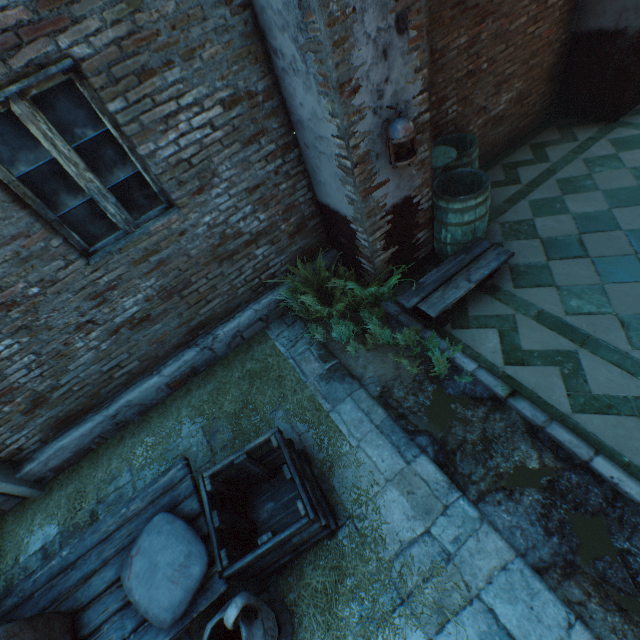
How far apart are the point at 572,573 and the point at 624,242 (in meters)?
3.63

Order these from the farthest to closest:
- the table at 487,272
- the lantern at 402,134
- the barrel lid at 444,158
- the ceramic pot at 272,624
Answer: the barrel lid at 444,158, the table at 487,272, the lantern at 402,134, the ceramic pot at 272,624

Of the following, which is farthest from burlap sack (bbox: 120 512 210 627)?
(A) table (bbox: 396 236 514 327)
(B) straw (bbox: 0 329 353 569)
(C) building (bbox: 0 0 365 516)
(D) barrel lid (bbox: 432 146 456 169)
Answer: (D) barrel lid (bbox: 432 146 456 169)

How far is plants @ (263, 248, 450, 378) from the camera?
3.64m

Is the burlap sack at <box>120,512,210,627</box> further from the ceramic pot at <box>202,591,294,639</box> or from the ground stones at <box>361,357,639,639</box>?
the ground stones at <box>361,357,639,639</box>

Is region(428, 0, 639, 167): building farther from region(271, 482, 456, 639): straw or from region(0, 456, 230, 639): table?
region(0, 456, 230, 639): table

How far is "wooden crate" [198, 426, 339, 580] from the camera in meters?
2.3 m

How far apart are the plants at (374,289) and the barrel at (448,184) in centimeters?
69cm
